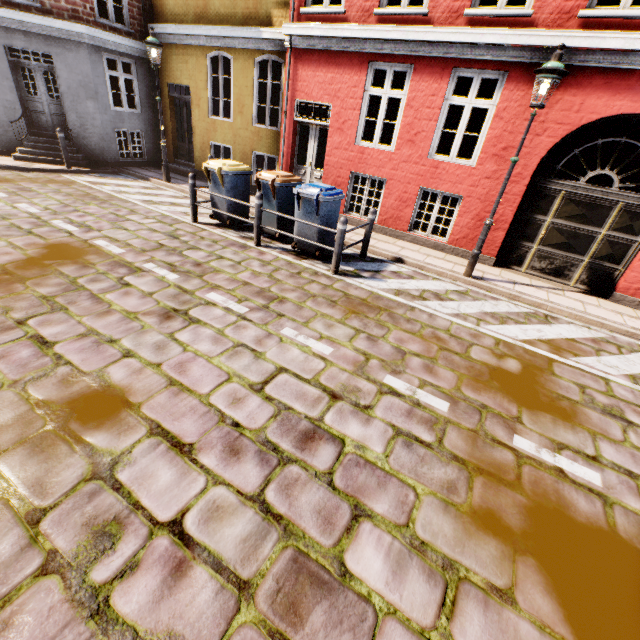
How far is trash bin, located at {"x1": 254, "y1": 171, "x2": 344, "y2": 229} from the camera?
6.16m

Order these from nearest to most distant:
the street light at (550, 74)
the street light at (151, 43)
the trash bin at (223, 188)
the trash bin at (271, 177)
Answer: the street light at (550, 74), the trash bin at (271, 177), the trash bin at (223, 188), the street light at (151, 43)

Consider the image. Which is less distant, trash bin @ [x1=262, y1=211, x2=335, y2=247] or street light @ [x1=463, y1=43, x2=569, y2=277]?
street light @ [x1=463, y1=43, x2=569, y2=277]

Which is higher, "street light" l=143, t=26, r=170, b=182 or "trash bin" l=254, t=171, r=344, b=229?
"street light" l=143, t=26, r=170, b=182

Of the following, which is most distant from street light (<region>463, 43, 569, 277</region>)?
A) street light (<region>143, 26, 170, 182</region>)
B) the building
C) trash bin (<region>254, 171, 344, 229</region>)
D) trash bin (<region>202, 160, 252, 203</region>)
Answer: the building

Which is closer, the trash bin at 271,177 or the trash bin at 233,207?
the trash bin at 271,177

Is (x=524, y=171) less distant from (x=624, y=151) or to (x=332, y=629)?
(x=332, y=629)

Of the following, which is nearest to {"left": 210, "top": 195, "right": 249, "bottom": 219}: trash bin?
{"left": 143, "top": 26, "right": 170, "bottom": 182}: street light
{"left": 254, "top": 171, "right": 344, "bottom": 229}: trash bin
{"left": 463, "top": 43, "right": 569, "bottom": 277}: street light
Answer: {"left": 254, "top": 171, "right": 344, "bottom": 229}: trash bin
